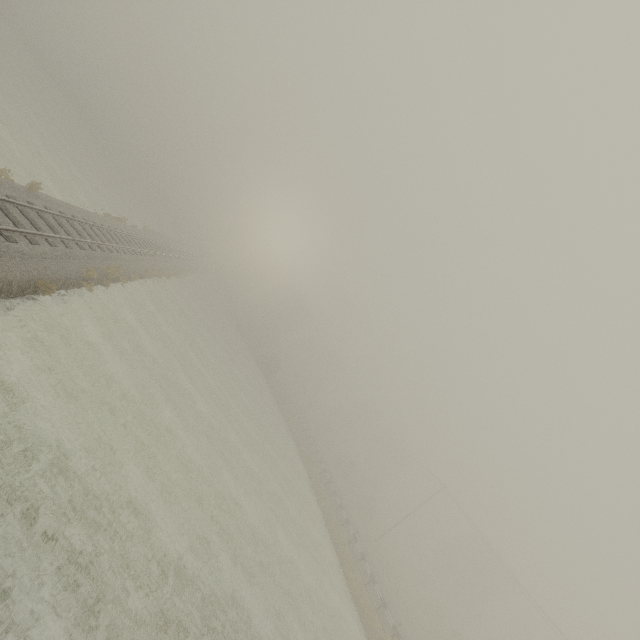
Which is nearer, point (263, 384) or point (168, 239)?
point (263, 384)
